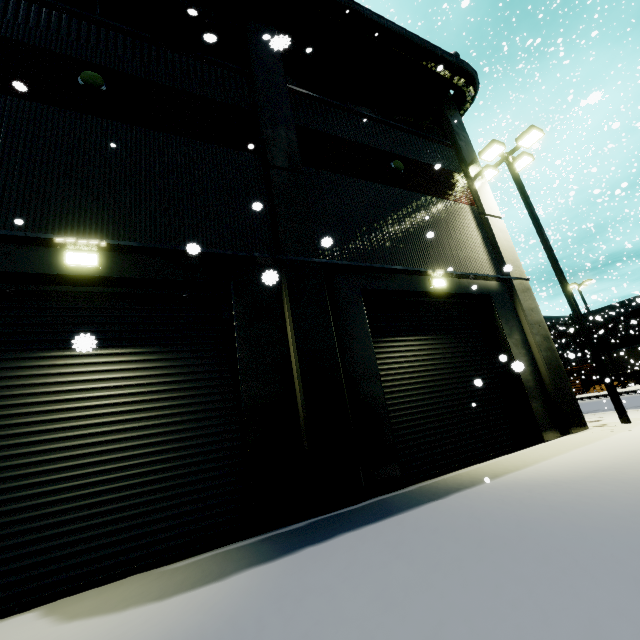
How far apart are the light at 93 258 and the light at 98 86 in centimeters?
373cm

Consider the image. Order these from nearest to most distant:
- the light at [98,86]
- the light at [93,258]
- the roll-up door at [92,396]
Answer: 1. the roll-up door at [92,396]
2. the light at [93,258]
3. the light at [98,86]

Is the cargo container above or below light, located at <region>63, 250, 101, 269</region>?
above

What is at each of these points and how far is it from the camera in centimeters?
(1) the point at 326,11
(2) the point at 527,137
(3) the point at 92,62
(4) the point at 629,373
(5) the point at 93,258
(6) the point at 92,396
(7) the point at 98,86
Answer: (1) vent duct, 985cm
(2) light, 1128cm
(3) building, 674cm
(4) semi trailer, 3130cm
(5) light, 523cm
(6) roll-up door, 499cm
(7) light, 644cm

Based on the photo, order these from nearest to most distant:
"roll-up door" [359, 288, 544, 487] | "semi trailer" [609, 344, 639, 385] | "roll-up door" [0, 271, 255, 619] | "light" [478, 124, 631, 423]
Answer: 1. "roll-up door" [0, 271, 255, 619]
2. "roll-up door" [359, 288, 544, 487]
3. "light" [478, 124, 631, 423]
4. "semi trailer" [609, 344, 639, 385]

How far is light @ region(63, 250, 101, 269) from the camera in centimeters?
509cm

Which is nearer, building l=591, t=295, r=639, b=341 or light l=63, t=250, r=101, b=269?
light l=63, t=250, r=101, b=269

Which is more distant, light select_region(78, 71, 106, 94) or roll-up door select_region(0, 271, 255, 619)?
light select_region(78, 71, 106, 94)
